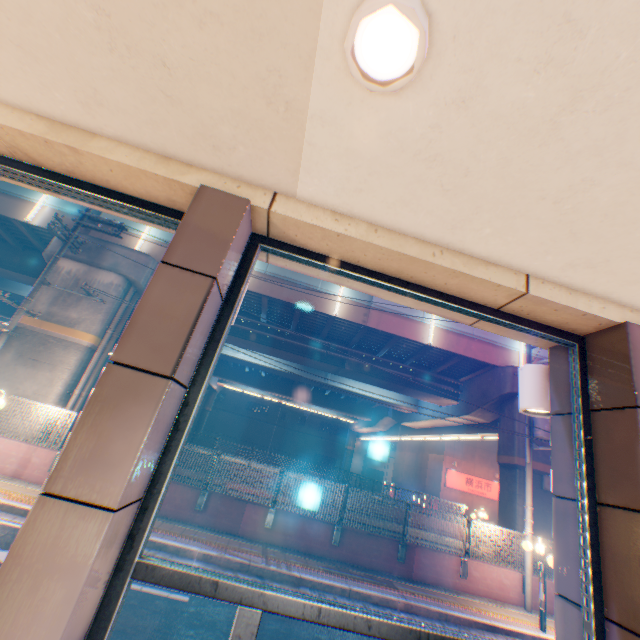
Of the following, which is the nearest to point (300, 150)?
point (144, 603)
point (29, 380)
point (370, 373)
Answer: point (144, 603)

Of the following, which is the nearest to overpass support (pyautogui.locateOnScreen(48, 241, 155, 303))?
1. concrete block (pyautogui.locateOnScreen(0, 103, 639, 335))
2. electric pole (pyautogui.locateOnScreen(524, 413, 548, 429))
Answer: electric pole (pyautogui.locateOnScreen(524, 413, 548, 429))

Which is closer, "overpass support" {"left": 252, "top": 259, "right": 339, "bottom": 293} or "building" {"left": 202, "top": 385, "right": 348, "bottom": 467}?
"overpass support" {"left": 252, "top": 259, "right": 339, "bottom": 293}

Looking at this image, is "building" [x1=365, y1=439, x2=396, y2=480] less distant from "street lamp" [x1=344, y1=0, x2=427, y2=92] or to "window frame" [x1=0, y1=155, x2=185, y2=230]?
"window frame" [x1=0, y1=155, x2=185, y2=230]

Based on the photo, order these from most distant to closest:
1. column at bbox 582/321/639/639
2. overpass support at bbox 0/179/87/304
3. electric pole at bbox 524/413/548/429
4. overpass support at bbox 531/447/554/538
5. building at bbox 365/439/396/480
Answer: building at bbox 365/439/396/480
overpass support at bbox 0/179/87/304
overpass support at bbox 531/447/554/538
electric pole at bbox 524/413/548/429
column at bbox 582/321/639/639

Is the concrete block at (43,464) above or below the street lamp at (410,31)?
below

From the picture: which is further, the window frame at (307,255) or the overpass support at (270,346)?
the overpass support at (270,346)

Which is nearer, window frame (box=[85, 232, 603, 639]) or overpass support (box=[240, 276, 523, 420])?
window frame (box=[85, 232, 603, 639])
